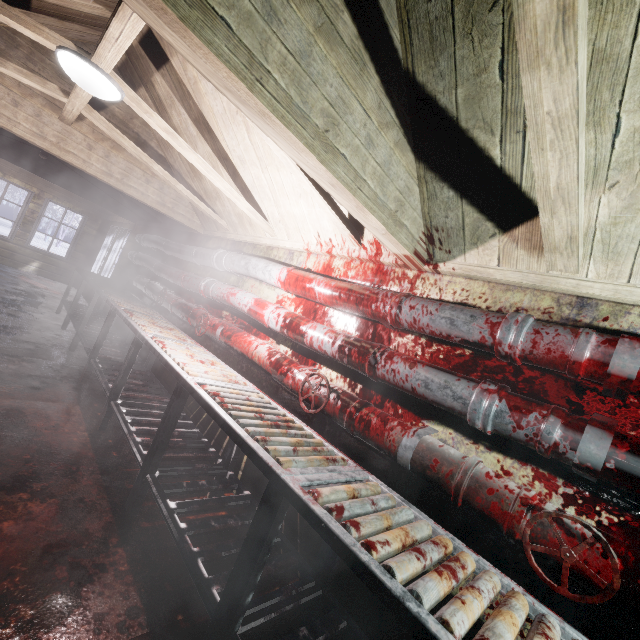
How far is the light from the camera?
1.7m

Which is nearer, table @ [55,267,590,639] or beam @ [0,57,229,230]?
table @ [55,267,590,639]

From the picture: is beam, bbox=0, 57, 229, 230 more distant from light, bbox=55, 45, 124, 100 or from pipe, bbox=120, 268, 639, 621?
pipe, bbox=120, 268, 639, 621

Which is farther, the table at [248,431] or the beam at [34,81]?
the beam at [34,81]

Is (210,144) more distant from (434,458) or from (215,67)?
(434,458)

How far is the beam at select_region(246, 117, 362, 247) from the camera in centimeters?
169cm

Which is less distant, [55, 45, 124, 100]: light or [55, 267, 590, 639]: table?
[55, 267, 590, 639]: table

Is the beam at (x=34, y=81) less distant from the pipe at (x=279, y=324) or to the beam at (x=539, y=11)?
the pipe at (x=279, y=324)
